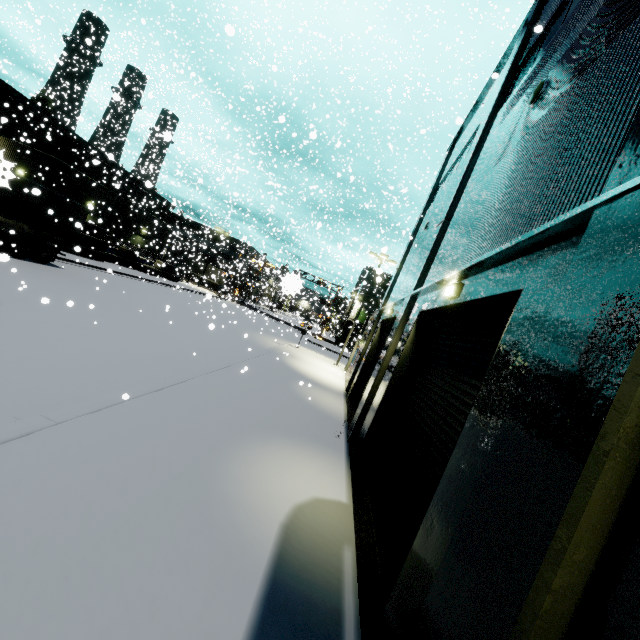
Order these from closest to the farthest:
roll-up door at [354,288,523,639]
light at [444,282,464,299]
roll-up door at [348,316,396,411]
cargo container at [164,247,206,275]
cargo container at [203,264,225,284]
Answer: roll-up door at [354,288,523,639] < light at [444,282,464,299] < roll-up door at [348,316,396,411] < cargo container at [203,264,225,284] < cargo container at [164,247,206,275]

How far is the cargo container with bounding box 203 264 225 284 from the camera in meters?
35.5

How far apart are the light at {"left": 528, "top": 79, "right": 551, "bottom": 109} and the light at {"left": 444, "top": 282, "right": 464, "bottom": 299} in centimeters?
Result: 373cm

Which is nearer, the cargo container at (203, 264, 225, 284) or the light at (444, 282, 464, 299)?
the light at (444, 282, 464, 299)

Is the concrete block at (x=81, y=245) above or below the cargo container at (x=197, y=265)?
below

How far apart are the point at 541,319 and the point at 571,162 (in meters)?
2.22

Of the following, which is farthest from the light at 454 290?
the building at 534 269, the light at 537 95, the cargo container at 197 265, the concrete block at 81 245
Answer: the cargo container at 197 265
